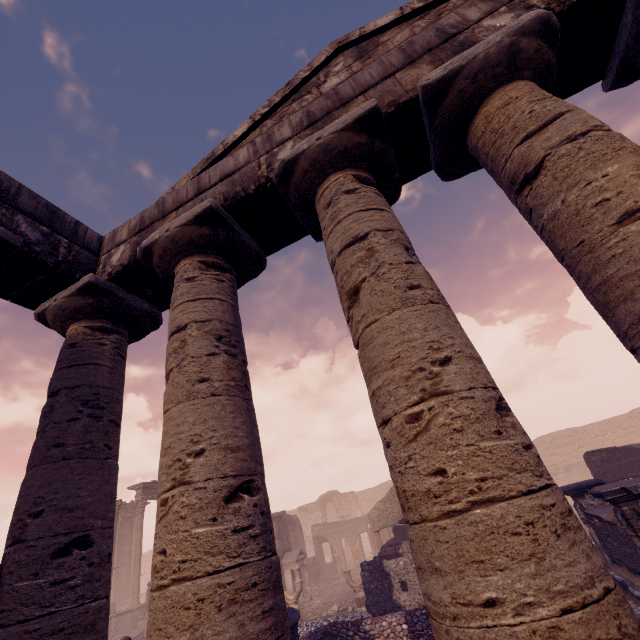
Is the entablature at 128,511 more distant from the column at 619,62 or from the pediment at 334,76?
the column at 619,62

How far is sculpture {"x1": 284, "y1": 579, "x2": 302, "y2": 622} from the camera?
12.8m

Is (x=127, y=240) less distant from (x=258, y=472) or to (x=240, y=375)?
(x=240, y=375)

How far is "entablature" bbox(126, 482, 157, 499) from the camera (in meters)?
21.34

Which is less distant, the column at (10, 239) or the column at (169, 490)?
the column at (169, 490)

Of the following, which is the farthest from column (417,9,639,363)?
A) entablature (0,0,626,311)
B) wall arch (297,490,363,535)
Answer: wall arch (297,490,363,535)

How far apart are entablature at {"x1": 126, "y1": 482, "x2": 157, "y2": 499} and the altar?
10.74m

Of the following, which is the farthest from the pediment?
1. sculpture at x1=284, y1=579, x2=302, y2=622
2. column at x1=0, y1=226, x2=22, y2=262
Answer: sculpture at x1=284, y1=579, x2=302, y2=622
